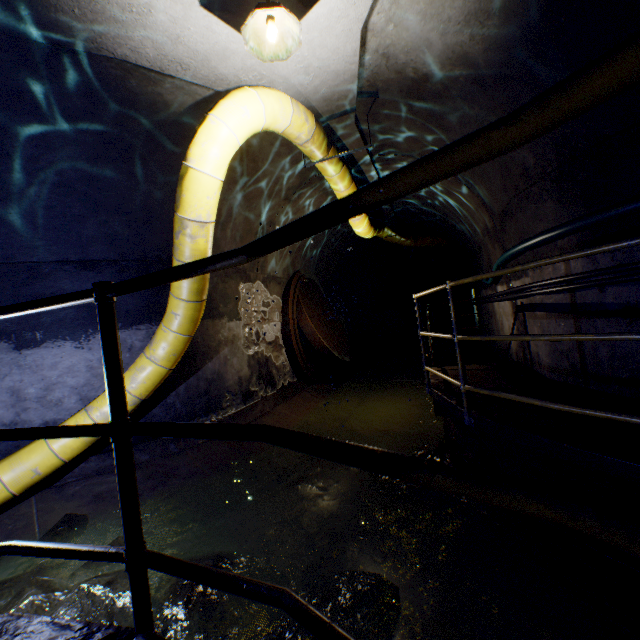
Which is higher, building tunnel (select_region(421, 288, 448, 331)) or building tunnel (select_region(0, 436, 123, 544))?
building tunnel (select_region(421, 288, 448, 331))

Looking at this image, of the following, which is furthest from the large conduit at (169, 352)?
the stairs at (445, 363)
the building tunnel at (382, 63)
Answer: the stairs at (445, 363)

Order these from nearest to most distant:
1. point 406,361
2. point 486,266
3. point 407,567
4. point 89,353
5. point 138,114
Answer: point 407,567
point 138,114
point 89,353
point 486,266
point 406,361

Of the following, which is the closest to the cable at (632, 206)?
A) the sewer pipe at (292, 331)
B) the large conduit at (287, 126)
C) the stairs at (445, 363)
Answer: the stairs at (445, 363)

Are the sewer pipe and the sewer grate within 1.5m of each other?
yes

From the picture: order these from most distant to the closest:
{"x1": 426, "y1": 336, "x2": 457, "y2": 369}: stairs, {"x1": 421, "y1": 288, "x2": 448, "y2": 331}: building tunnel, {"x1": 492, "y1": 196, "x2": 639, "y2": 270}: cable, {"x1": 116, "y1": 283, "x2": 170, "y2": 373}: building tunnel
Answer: {"x1": 421, "y1": 288, "x2": 448, "y2": 331}: building tunnel → {"x1": 426, "y1": 336, "x2": 457, "y2": 369}: stairs → {"x1": 116, "y1": 283, "x2": 170, "y2": 373}: building tunnel → {"x1": 492, "y1": 196, "x2": 639, "y2": 270}: cable

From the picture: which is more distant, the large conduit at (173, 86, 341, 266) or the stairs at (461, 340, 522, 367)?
the stairs at (461, 340, 522, 367)

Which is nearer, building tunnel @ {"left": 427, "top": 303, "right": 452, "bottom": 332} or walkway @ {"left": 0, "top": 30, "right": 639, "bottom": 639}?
walkway @ {"left": 0, "top": 30, "right": 639, "bottom": 639}
